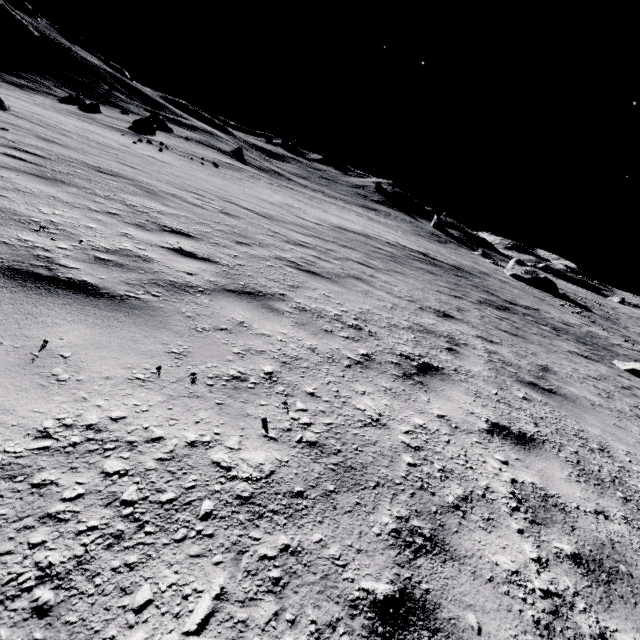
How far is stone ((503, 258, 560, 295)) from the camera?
39.8 meters

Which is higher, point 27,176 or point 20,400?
point 20,400

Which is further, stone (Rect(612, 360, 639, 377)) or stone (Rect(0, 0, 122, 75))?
stone (Rect(0, 0, 122, 75))

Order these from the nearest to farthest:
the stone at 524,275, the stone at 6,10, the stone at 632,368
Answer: the stone at 632,368 → the stone at 524,275 → the stone at 6,10

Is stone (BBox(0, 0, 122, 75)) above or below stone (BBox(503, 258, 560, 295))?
above

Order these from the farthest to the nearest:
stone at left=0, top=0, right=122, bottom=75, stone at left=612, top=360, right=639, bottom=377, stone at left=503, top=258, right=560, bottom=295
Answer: stone at left=0, top=0, right=122, bottom=75
stone at left=503, top=258, right=560, bottom=295
stone at left=612, top=360, right=639, bottom=377

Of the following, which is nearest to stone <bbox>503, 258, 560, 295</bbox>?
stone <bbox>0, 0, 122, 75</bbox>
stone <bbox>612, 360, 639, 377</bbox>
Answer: stone <bbox>612, 360, 639, 377</bbox>

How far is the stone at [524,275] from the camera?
39.78m
